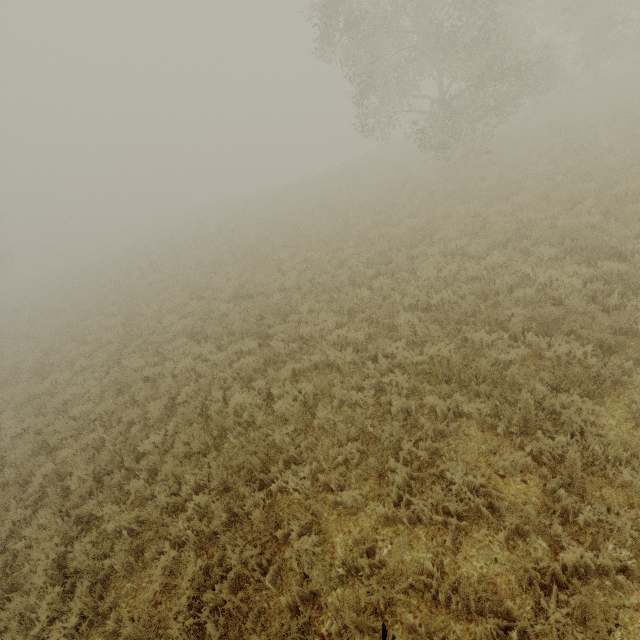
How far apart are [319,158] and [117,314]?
50.85m
